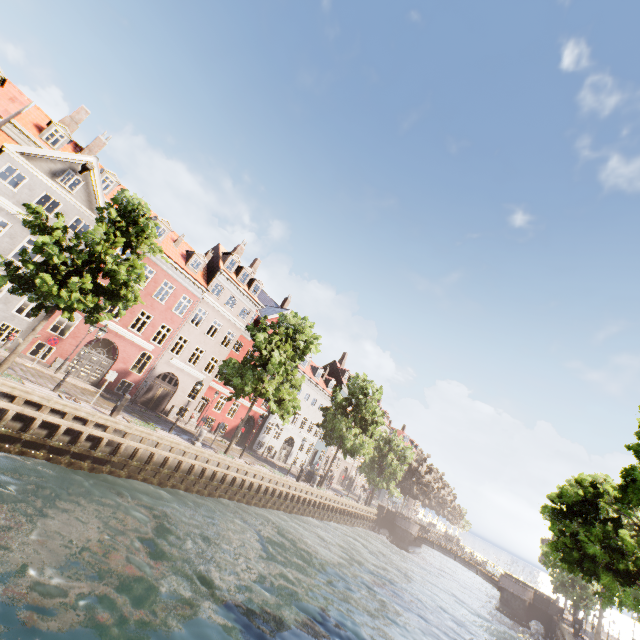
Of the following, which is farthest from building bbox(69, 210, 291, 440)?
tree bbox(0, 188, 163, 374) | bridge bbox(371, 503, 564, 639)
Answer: bridge bbox(371, 503, 564, 639)

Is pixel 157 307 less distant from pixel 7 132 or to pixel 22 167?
pixel 22 167

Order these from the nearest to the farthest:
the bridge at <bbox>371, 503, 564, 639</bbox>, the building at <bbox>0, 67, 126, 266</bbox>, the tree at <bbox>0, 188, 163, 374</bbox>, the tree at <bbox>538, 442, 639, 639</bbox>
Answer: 1. the tree at <bbox>538, 442, 639, 639</bbox>
2. the tree at <bbox>0, 188, 163, 374</bbox>
3. the building at <bbox>0, 67, 126, 266</bbox>
4. the bridge at <bbox>371, 503, 564, 639</bbox>

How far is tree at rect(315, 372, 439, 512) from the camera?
34.03m

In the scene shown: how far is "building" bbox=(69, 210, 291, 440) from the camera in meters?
24.5 m

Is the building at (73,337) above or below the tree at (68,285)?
below

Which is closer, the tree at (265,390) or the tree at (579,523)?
the tree at (579,523)

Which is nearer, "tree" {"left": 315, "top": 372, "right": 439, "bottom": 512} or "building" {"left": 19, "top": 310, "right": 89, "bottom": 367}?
"building" {"left": 19, "top": 310, "right": 89, "bottom": 367}
